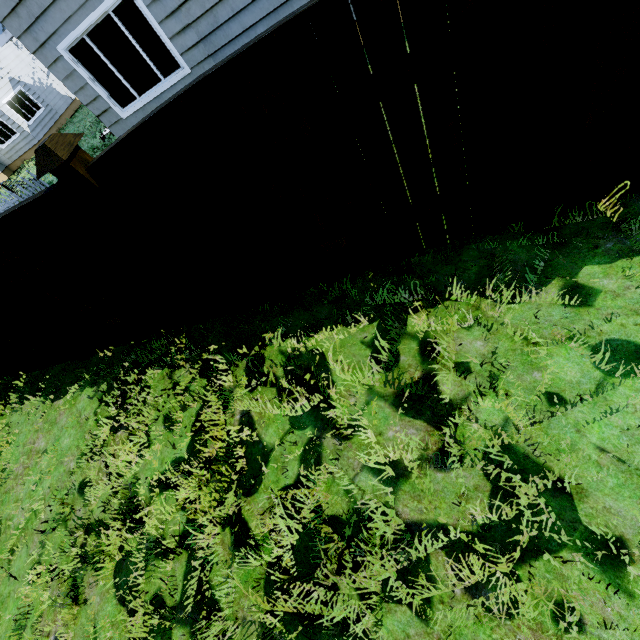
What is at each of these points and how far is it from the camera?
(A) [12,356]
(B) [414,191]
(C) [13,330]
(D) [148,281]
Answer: (A) fence, 5.1m
(B) fence, 2.5m
(C) fence post, 4.3m
(D) fence, 3.5m

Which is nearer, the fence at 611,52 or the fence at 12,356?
the fence at 611,52

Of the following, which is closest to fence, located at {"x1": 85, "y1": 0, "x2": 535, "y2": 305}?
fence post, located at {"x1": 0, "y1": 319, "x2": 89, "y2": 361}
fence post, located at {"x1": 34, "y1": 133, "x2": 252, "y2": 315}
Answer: fence post, located at {"x1": 34, "y1": 133, "x2": 252, "y2": 315}

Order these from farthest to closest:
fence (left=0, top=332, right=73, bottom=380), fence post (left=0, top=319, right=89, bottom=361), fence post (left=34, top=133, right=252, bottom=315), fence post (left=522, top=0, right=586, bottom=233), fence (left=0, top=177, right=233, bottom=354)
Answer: fence (left=0, top=332, right=73, bottom=380) < fence post (left=0, top=319, right=89, bottom=361) < fence (left=0, top=177, right=233, bottom=354) < fence post (left=34, top=133, right=252, bottom=315) < fence post (left=522, top=0, right=586, bottom=233)

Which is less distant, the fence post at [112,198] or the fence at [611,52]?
the fence at [611,52]

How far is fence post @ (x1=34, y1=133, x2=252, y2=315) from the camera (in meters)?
2.19

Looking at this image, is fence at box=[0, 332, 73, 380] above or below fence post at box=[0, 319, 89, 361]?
below

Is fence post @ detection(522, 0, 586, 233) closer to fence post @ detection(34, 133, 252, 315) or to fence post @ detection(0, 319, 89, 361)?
fence post @ detection(34, 133, 252, 315)
